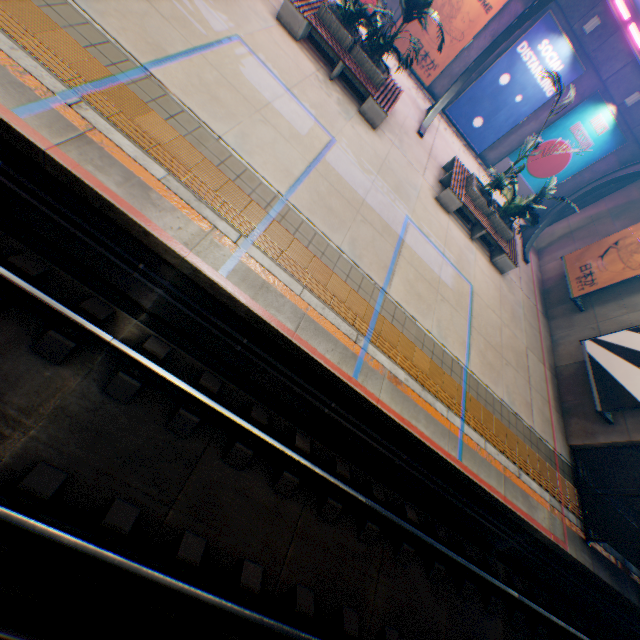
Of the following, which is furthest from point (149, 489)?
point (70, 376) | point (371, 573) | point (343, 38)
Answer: point (343, 38)

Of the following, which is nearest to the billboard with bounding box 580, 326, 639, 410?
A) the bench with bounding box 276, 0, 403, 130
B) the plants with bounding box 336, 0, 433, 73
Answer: the plants with bounding box 336, 0, 433, 73

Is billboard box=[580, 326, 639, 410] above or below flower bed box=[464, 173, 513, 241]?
above

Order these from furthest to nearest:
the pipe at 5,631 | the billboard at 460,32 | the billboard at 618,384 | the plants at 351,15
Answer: the billboard at 460,32
the billboard at 618,384
the plants at 351,15
the pipe at 5,631

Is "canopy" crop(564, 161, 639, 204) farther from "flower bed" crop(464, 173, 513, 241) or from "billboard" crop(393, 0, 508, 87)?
"flower bed" crop(464, 173, 513, 241)

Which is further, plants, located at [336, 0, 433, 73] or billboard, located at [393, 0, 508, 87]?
billboard, located at [393, 0, 508, 87]

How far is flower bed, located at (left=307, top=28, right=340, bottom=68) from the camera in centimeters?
929cm

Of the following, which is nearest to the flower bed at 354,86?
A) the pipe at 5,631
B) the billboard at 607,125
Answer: the billboard at 607,125
